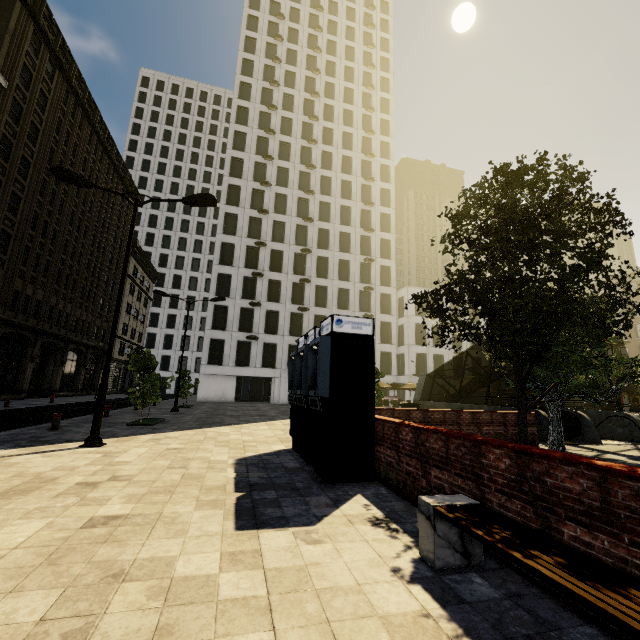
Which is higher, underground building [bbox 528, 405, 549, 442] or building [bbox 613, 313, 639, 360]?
building [bbox 613, 313, 639, 360]

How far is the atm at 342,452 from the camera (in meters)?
6.32

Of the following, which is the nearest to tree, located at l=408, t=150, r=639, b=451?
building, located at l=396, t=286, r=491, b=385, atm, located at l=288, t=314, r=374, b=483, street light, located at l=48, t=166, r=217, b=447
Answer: atm, located at l=288, t=314, r=374, b=483

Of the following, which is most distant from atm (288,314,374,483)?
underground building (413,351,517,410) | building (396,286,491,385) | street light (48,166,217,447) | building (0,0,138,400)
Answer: building (396,286,491,385)

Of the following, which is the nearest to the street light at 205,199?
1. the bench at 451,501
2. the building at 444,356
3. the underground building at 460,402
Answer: the bench at 451,501

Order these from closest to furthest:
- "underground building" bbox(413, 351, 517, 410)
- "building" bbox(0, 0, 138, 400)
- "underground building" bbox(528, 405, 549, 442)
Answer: "underground building" bbox(528, 405, 549, 442) → "underground building" bbox(413, 351, 517, 410) → "building" bbox(0, 0, 138, 400)

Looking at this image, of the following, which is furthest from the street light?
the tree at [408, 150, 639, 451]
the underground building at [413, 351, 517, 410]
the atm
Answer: the underground building at [413, 351, 517, 410]

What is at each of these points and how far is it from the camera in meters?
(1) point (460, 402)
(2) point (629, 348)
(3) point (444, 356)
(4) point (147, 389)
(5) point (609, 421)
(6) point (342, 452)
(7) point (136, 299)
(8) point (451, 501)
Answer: (1) underground building, 23.4 m
(2) building, 44.8 m
(3) building, 43.3 m
(4) tree, 14.5 m
(5) underground building, 15.7 m
(6) atm, 6.3 m
(7) building, 52.5 m
(8) bench, 3.5 m
